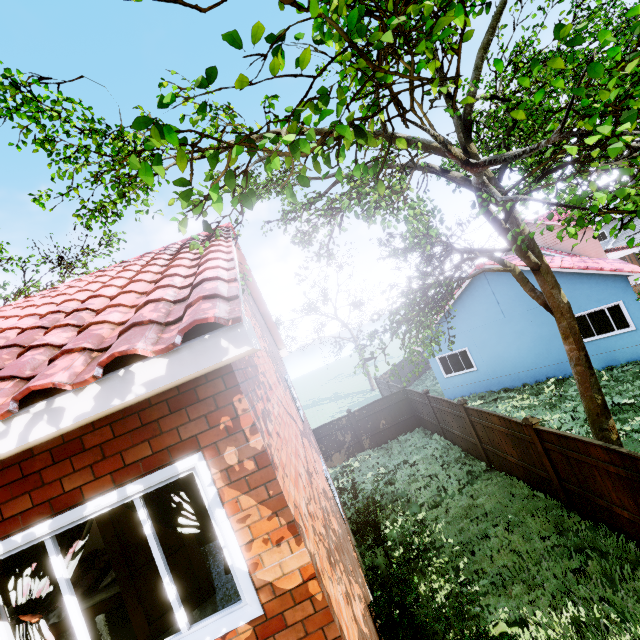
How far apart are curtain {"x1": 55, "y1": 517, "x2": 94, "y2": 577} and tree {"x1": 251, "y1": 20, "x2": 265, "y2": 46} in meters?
3.1

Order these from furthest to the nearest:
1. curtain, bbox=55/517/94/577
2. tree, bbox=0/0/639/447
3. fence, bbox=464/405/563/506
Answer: fence, bbox=464/405/563/506, curtain, bbox=55/517/94/577, tree, bbox=0/0/639/447

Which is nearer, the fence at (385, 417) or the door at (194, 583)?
the door at (194, 583)

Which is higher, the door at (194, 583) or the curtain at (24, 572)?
the curtain at (24, 572)

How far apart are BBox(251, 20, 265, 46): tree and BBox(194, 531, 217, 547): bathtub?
6.2 meters

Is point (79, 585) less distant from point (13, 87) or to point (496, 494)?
point (13, 87)

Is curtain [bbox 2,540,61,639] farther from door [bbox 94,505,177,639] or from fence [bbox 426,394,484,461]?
fence [bbox 426,394,484,461]

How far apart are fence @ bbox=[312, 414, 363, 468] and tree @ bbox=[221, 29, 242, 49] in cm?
1705
